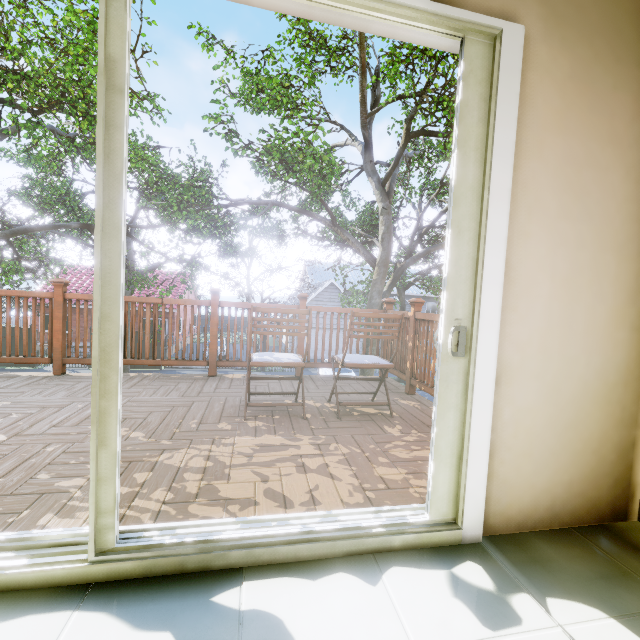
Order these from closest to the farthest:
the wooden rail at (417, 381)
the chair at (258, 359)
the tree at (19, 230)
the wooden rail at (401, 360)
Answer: the chair at (258, 359) → the wooden rail at (417, 381) → the wooden rail at (401, 360) → the tree at (19, 230)

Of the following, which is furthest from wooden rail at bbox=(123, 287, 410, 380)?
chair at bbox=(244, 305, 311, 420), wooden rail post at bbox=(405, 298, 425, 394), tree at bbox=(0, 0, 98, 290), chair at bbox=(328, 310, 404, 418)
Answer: tree at bbox=(0, 0, 98, 290)

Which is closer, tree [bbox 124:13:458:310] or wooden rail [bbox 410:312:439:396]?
wooden rail [bbox 410:312:439:396]

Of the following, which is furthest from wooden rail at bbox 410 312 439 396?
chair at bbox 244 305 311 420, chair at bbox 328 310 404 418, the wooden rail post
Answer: chair at bbox 244 305 311 420

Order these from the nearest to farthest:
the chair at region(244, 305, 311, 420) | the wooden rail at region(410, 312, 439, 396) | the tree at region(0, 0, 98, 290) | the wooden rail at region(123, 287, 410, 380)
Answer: the chair at region(244, 305, 311, 420) → the wooden rail at region(410, 312, 439, 396) → the wooden rail at region(123, 287, 410, 380) → the tree at region(0, 0, 98, 290)

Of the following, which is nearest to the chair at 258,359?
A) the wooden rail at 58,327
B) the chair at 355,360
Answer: the chair at 355,360

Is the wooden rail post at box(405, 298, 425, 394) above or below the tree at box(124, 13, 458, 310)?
below

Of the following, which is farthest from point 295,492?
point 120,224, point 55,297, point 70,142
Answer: point 70,142
